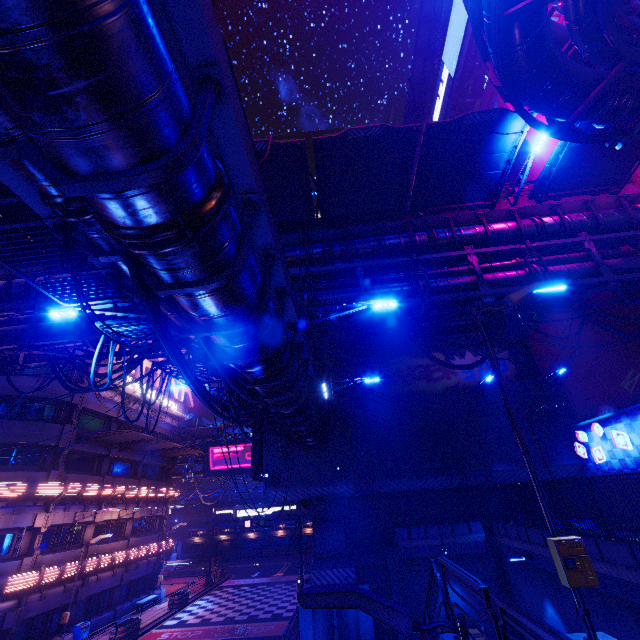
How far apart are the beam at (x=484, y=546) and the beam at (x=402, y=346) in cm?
1311

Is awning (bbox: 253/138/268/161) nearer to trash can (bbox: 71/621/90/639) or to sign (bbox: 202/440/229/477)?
trash can (bbox: 71/621/90/639)

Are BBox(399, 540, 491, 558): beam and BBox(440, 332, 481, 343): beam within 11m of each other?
no

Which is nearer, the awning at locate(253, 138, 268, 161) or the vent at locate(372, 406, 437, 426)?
the awning at locate(253, 138, 268, 161)

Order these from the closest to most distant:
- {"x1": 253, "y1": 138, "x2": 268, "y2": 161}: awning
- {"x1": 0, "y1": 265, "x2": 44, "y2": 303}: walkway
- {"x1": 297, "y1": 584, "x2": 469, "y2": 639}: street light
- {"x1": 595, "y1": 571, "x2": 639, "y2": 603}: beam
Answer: {"x1": 297, "y1": 584, "x2": 469, "y2": 639}: street light
{"x1": 595, "y1": 571, "x2": 639, "y2": 603}: beam
{"x1": 253, "y1": 138, "x2": 268, "y2": 161}: awning
{"x1": 0, "y1": 265, "x2": 44, "y2": 303}: walkway

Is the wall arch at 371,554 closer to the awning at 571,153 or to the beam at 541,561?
the beam at 541,561

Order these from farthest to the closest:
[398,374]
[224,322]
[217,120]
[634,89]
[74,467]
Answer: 1. [398,374]
2. [74,467]
3. [634,89]
4. [224,322]
5. [217,120]

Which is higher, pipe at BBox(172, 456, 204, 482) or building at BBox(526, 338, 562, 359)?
building at BBox(526, 338, 562, 359)
